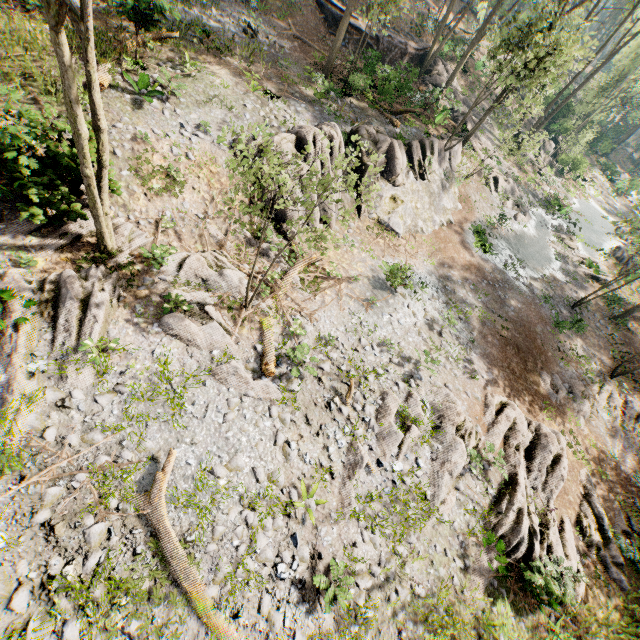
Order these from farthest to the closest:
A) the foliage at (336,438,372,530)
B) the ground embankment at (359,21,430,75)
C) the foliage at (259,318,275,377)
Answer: the ground embankment at (359,21,430,75)
the foliage at (259,318,275,377)
the foliage at (336,438,372,530)

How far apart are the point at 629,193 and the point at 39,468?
74.8 meters

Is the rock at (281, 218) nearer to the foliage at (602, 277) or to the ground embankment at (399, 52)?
the foliage at (602, 277)

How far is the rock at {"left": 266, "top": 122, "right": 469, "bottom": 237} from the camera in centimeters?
1528cm

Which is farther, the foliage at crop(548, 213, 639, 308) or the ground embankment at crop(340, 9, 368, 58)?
the ground embankment at crop(340, 9, 368, 58)

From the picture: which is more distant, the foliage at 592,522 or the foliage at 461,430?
the foliage at 592,522

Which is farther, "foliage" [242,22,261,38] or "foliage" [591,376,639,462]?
"foliage" [242,22,261,38]
